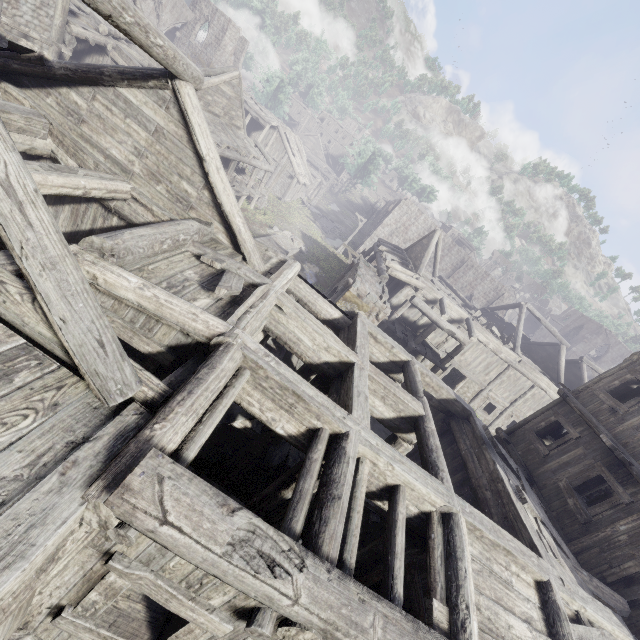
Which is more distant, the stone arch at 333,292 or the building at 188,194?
the stone arch at 333,292

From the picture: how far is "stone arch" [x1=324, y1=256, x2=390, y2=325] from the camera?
14.1m

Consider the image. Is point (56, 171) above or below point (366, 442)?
below

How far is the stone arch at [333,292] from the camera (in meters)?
14.08

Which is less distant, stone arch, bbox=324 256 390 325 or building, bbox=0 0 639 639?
building, bbox=0 0 639 639
